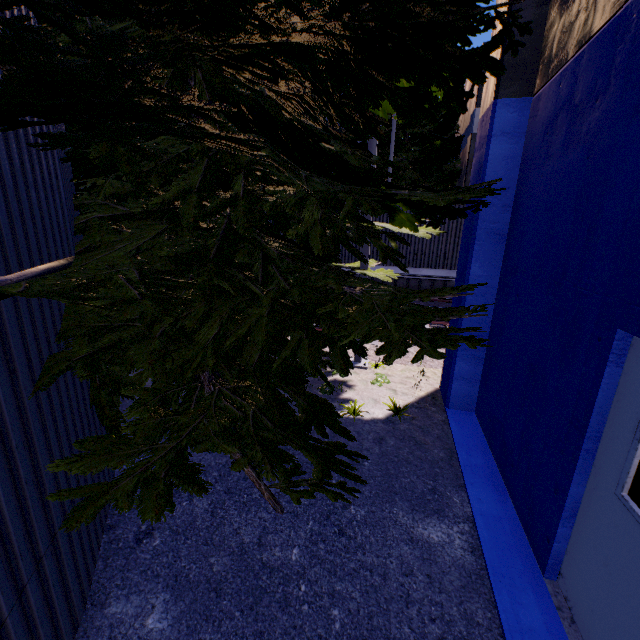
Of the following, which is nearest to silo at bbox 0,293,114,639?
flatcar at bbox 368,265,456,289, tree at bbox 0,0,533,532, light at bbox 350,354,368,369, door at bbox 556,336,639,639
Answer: tree at bbox 0,0,533,532

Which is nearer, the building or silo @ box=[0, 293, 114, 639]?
silo @ box=[0, 293, 114, 639]

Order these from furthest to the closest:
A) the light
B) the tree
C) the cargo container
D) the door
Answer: the cargo container → the light → the door → the tree

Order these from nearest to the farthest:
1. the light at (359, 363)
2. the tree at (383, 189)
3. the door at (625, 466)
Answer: the tree at (383, 189) < the door at (625, 466) < the light at (359, 363)

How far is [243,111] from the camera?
4.8 meters

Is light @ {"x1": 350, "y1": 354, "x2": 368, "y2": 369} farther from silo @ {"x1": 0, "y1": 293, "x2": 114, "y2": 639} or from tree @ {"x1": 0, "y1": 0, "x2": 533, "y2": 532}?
silo @ {"x1": 0, "y1": 293, "x2": 114, "y2": 639}

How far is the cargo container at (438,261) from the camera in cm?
1179

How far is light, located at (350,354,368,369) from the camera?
7.66m
